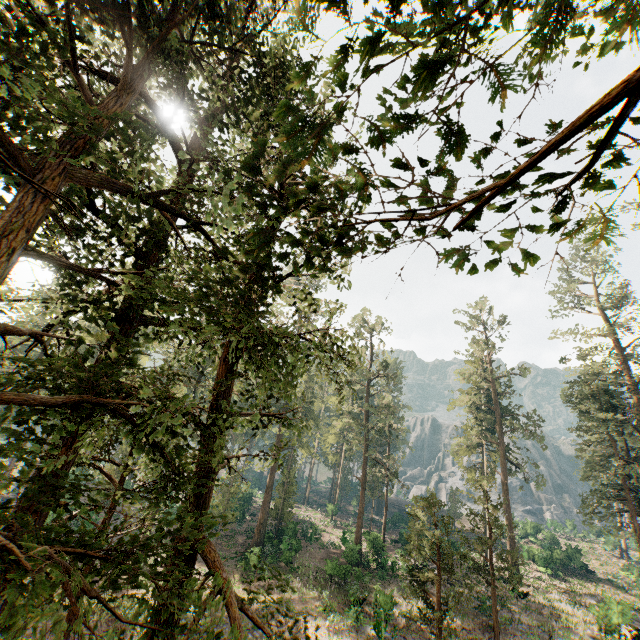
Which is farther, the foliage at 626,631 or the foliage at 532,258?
the foliage at 626,631

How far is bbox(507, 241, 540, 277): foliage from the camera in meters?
5.1 m

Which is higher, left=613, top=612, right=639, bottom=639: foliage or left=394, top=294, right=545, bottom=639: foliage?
left=394, top=294, right=545, bottom=639: foliage

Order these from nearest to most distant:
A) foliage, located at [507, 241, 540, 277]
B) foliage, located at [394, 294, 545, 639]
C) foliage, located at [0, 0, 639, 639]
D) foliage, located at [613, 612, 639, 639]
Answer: foliage, located at [0, 0, 639, 639], foliage, located at [507, 241, 540, 277], foliage, located at [394, 294, 545, 639], foliage, located at [613, 612, 639, 639]

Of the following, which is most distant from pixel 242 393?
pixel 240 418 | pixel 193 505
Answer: pixel 240 418

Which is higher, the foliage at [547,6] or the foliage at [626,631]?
the foliage at [547,6]

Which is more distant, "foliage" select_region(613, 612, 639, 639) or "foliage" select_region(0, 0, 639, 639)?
"foliage" select_region(613, 612, 639, 639)
